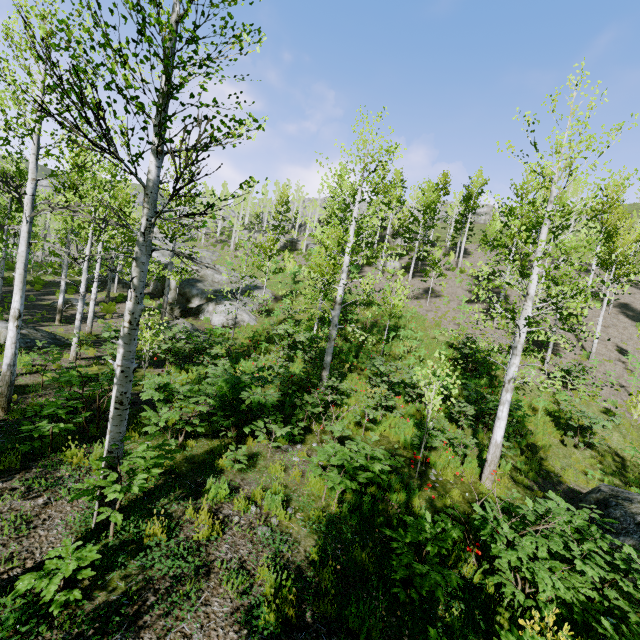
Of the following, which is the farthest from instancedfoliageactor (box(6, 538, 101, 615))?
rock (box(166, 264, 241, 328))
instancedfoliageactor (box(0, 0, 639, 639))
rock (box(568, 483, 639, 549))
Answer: instancedfoliageactor (box(0, 0, 639, 639))

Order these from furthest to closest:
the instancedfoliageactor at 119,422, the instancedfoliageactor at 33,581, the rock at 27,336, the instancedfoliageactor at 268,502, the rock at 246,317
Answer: A: the rock at 246,317, the rock at 27,336, the instancedfoliageactor at 268,502, the instancedfoliageactor at 119,422, the instancedfoliageactor at 33,581

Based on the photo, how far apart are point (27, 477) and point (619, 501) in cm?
1267

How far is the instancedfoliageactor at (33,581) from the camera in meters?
3.2 m

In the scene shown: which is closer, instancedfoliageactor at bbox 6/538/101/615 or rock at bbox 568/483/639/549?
instancedfoliageactor at bbox 6/538/101/615

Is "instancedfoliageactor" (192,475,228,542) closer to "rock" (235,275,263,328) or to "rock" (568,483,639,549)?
"rock" (235,275,263,328)

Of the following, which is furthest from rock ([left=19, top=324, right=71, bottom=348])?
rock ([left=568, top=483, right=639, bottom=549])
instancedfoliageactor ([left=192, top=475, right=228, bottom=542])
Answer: rock ([left=568, top=483, right=639, bottom=549])

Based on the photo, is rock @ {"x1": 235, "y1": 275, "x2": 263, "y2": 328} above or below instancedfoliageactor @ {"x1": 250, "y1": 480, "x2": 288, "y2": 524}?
A: above
